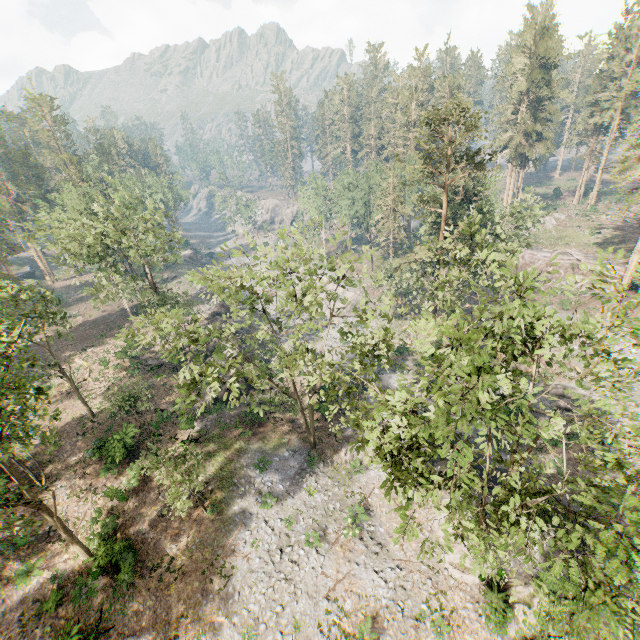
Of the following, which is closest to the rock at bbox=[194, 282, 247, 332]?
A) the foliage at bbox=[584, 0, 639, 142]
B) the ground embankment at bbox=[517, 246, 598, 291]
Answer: the foliage at bbox=[584, 0, 639, 142]

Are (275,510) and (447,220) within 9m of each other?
no

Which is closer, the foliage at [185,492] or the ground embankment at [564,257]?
the foliage at [185,492]

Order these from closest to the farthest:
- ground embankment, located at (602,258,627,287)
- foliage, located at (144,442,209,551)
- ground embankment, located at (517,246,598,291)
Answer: foliage, located at (144,442,209,551) < ground embankment, located at (602,258,627,287) < ground embankment, located at (517,246,598,291)

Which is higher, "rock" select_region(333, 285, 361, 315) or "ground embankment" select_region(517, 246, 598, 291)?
"ground embankment" select_region(517, 246, 598, 291)

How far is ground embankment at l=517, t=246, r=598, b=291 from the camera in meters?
46.3

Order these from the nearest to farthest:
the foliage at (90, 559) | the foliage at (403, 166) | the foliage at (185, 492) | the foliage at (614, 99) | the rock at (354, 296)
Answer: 1. the foliage at (403, 166)
2. the foliage at (90, 559)
3. the foliage at (185, 492)
4. the rock at (354, 296)
5. the foliage at (614, 99)
